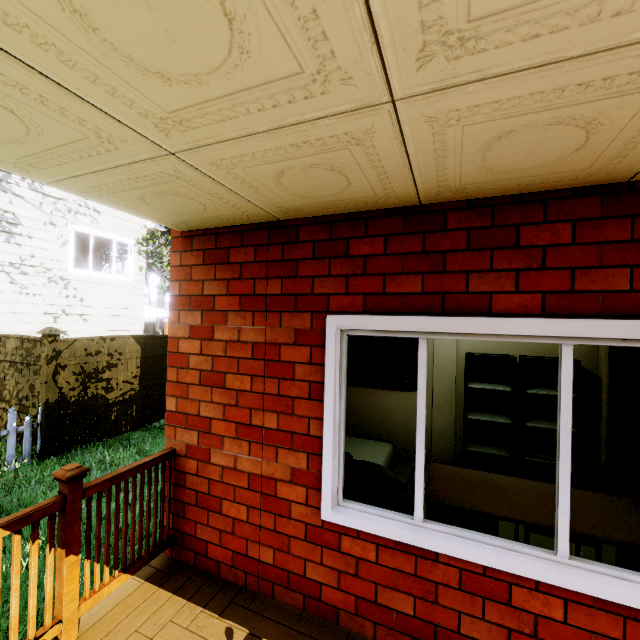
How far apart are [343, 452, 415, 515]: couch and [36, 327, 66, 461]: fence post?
6.2m

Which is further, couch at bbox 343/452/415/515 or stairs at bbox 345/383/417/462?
stairs at bbox 345/383/417/462

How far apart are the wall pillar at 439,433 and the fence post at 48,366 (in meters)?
6.96

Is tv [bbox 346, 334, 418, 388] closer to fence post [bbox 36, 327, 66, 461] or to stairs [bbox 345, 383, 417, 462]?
stairs [bbox 345, 383, 417, 462]

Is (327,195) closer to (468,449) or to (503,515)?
(503,515)

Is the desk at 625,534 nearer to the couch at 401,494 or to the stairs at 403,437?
the couch at 401,494

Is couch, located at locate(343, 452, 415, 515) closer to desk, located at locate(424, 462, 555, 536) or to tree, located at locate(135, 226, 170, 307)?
desk, located at locate(424, 462, 555, 536)

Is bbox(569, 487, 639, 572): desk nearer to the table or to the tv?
the table
